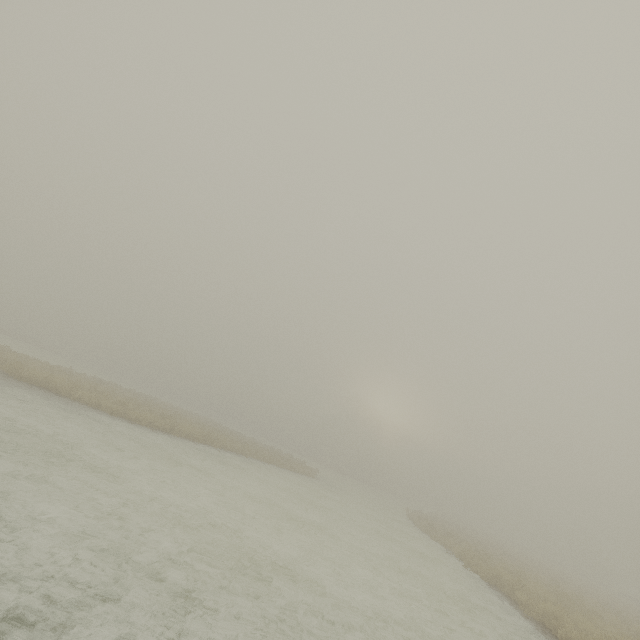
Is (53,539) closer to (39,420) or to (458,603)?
(39,420)
